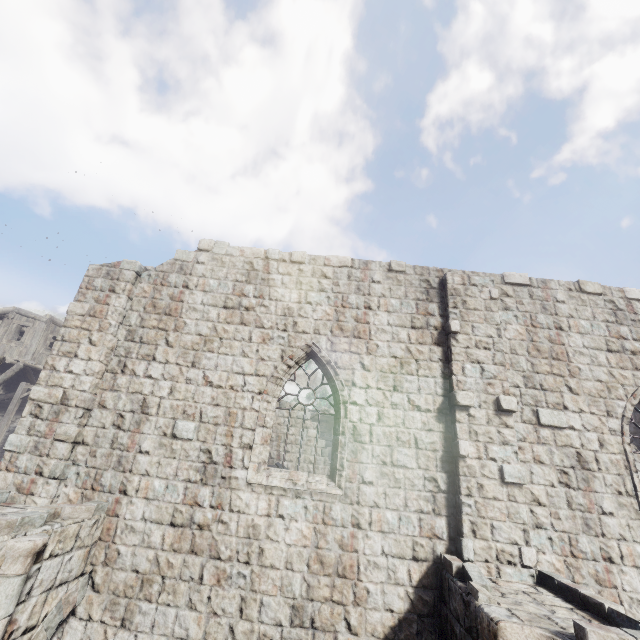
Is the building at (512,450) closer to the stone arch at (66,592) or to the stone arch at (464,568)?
the stone arch at (66,592)

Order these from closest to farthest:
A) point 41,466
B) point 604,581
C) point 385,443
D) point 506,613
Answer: point 506,613 < point 604,581 < point 41,466 < point 385,443

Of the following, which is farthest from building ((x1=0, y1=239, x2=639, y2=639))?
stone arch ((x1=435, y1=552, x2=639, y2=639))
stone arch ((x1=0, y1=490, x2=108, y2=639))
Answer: stone arch ((x1=435, y1=552, x2=639, y2=639))

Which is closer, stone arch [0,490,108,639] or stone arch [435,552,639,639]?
stone arch [435,552,639,639]

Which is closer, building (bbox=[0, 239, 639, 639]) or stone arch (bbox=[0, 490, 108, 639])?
stone arch (bbox=[0, 490, 108, 639])

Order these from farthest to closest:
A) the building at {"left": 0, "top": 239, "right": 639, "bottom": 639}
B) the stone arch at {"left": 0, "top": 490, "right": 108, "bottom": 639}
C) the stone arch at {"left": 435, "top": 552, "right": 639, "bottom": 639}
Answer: the building at {"left": 0, "top": 239, "right": 639, "bottom": 639} → the stone arch at {"left": 0, "top": 490, "right": 108, "bottom": 639} → the stone arch at {"left": 435, "top": 552, "right": 639, "bottom": 639}

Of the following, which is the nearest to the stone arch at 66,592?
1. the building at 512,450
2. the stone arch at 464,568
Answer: the building at 512,450

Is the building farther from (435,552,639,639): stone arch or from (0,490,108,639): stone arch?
(435,552,639,639): stone arch
